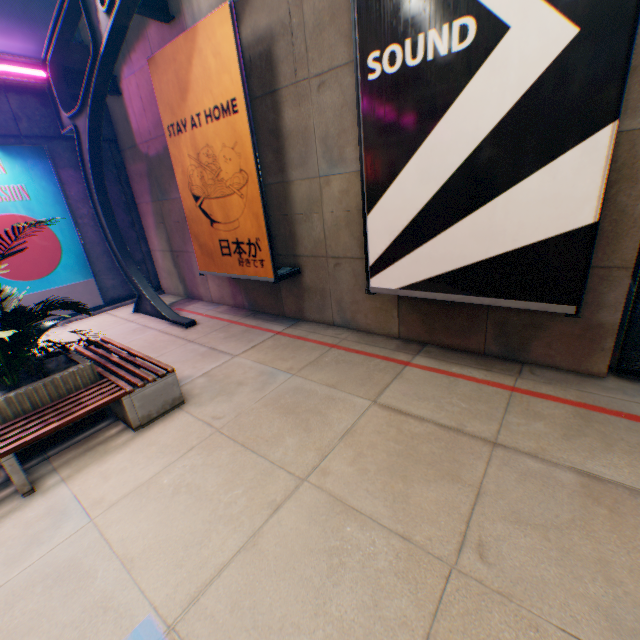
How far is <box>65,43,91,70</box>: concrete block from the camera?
8.6m

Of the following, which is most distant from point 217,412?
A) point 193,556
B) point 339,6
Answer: point 339,6

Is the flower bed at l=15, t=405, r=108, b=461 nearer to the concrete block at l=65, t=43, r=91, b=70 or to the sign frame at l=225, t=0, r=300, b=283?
the sign frame at l=225, t=0, r=300, b=283

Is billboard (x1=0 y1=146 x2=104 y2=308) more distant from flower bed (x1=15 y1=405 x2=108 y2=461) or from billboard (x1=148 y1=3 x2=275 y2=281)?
flower bed (x1=15 y1=405 x2=108 y2=461)

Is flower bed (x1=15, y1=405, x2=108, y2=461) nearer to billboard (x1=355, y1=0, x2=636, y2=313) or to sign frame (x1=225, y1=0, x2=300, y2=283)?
sign frame (x1=225, y1=0, x2=300, y2=283)

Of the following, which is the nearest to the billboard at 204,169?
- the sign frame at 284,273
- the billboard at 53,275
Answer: the sign frame at 284,273

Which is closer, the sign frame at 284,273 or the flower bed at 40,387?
Result: the flower bed at 40,387

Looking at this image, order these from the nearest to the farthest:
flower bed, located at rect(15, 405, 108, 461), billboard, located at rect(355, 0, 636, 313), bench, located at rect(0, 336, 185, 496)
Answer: billboard, located at rect(355, 0, 636, 313) → bench, located at rect(0, 336, 185, 496) → flower bed, located at rect(15, 405, 108, 461)
